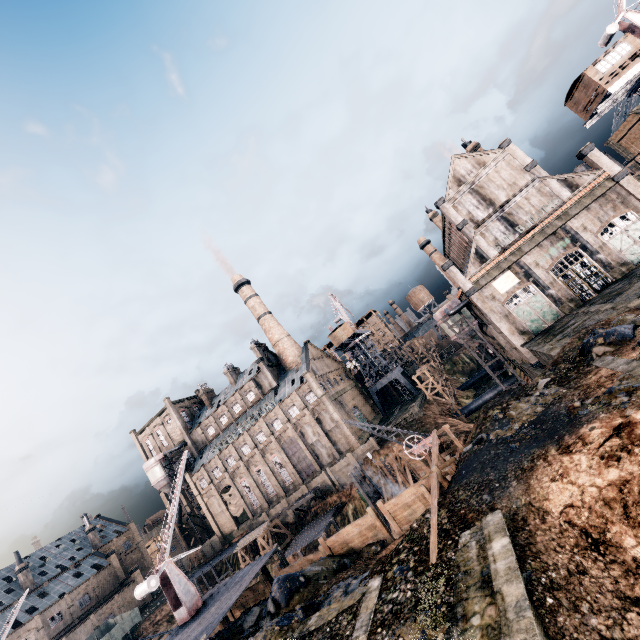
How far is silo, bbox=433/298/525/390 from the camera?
45.8m

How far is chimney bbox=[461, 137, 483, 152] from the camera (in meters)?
43.38

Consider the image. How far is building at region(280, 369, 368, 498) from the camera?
56.0 meters

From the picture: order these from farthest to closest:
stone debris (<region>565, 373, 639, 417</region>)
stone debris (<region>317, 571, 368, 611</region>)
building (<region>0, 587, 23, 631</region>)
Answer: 1. building (<region>0, 587, 23, 631</region>)
2. stone debris (<region>317, 571, 368, 611</region>)
3. stone debris (<region>565, 373, 639, 417</region>)

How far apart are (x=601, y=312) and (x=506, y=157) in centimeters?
2246cm

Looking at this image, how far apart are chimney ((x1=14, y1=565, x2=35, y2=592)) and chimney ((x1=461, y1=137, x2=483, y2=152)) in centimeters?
10386cm

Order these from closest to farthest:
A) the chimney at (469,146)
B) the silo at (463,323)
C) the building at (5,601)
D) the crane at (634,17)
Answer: the crane at (634,17), the chimney at (469,146), the silo at (463,323), the building at (5,601)

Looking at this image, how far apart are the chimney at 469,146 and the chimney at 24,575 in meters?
103.9
